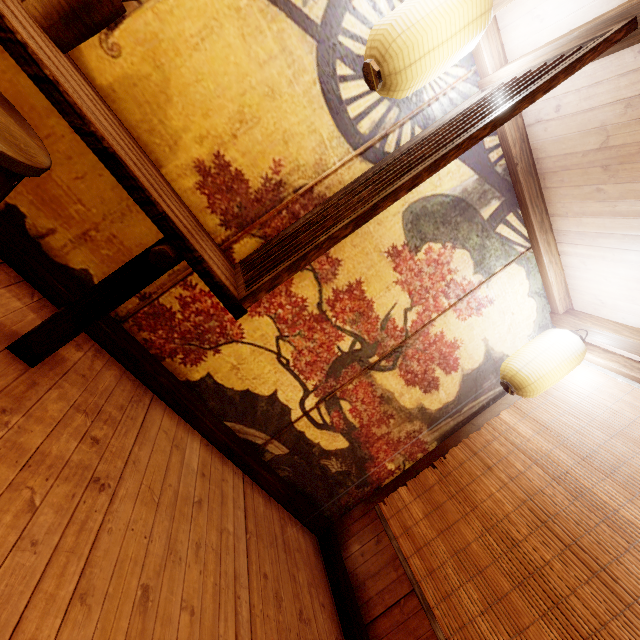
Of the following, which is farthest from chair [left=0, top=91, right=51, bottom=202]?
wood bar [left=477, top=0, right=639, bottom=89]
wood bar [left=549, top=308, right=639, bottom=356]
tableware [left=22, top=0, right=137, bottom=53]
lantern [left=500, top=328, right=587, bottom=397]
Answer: wood bar [left=549, top=308, right=639, bottom=356]

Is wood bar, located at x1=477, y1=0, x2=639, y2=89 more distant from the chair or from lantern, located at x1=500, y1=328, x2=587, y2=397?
the chair

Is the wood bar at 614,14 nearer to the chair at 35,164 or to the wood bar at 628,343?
the wood bar at 628,343

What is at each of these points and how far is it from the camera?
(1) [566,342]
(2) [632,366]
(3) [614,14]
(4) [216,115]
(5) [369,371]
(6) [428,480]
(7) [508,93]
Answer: (1) lantern, 4.4m
(2) building, 4.5m
(3) wood bar, 2.4m
(4) building, 3.1m
(5) building, 4.6m
(6) blind, 5.0m
(7) wood partition, 2.7m

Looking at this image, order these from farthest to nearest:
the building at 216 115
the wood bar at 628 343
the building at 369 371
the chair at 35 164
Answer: the wood bar at 628 343
the building at 216 115
the building at 369 371
the chair at 35 164

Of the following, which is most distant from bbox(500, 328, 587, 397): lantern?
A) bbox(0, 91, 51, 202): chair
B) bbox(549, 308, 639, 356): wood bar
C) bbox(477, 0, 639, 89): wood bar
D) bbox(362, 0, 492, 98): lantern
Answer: bbox(0, 91, 51, 202): chair

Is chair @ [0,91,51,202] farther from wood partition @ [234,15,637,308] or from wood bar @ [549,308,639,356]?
wood bar @ [549,308,639,356]

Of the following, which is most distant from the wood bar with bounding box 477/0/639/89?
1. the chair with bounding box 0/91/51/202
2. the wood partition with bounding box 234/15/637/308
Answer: the chair with bounding box 0/91/51/202
